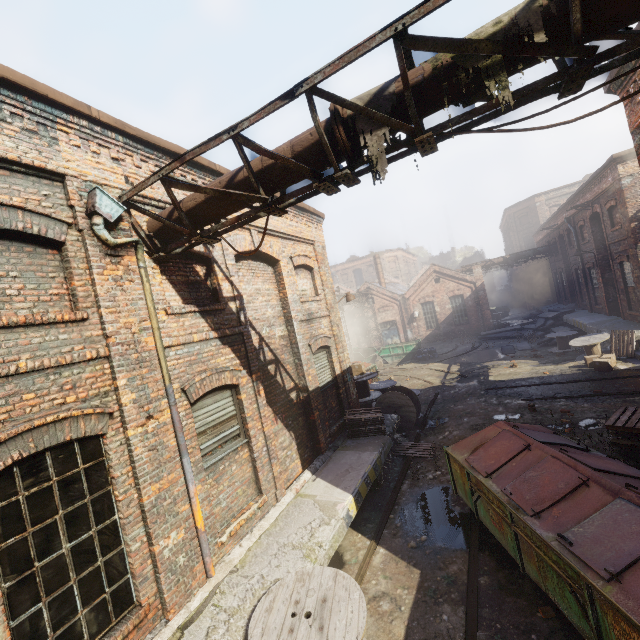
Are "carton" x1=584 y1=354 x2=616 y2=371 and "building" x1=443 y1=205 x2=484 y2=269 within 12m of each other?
no

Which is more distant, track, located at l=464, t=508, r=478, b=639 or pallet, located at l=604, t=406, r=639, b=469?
pallet, located at l=604, t=406, r=639, b=469

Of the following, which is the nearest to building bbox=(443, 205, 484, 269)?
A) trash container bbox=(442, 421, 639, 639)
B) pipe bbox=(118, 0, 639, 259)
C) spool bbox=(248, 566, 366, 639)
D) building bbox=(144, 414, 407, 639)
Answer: building bbox=(144, 414, 407, 639)

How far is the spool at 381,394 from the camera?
11.62m

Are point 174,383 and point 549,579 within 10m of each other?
yes

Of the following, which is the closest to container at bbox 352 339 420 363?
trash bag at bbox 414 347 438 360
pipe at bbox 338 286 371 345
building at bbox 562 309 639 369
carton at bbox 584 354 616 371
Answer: trash bag at bbox 414 347 438 360

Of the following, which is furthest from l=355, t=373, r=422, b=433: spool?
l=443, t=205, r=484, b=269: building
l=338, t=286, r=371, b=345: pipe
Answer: l=443, t=205, r=484, b=269: building

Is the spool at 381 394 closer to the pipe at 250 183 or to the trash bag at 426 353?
the pipe at 250 183
